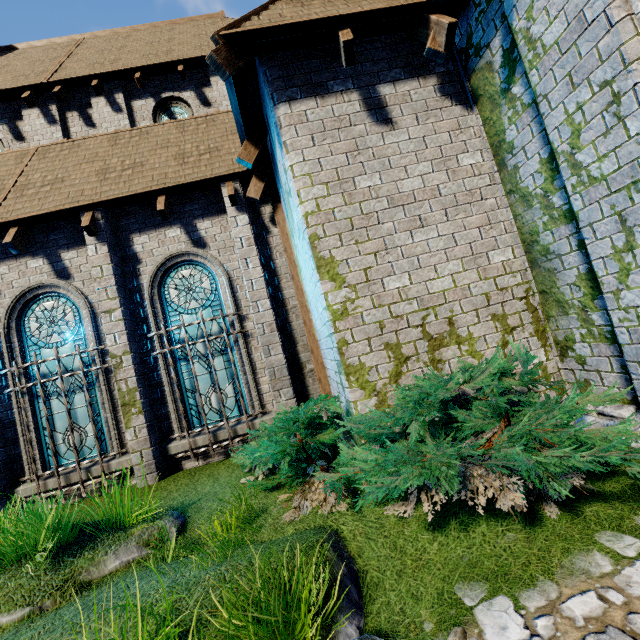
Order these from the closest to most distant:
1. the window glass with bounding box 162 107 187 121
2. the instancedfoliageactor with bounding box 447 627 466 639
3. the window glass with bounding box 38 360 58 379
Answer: the instancedfoliageactor with bounding box 447 627 466 639, the window glass with bounding box 38 360 58 379, the window glass with bounding box 162 107 187 121

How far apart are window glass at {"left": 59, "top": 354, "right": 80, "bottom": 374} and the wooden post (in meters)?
4.49

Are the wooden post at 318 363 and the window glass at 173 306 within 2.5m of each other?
yes

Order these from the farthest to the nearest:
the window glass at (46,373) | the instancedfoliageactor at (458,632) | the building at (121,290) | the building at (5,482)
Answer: the window glass at (46,373), the building at (5,482), the building at (121,290), the instancedfoliageactor at (458,632)

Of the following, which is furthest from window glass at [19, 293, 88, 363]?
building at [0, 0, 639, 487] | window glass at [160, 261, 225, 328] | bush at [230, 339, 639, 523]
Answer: bush at [230, 339, 639, 523]

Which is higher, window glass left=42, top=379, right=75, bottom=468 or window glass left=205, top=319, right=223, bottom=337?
window glass left=205, top=319, right=223, bottom=337

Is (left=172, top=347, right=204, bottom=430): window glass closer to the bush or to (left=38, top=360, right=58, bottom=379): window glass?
the bush

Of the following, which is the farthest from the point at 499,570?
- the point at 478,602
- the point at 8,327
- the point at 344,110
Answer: the point at 8,327
